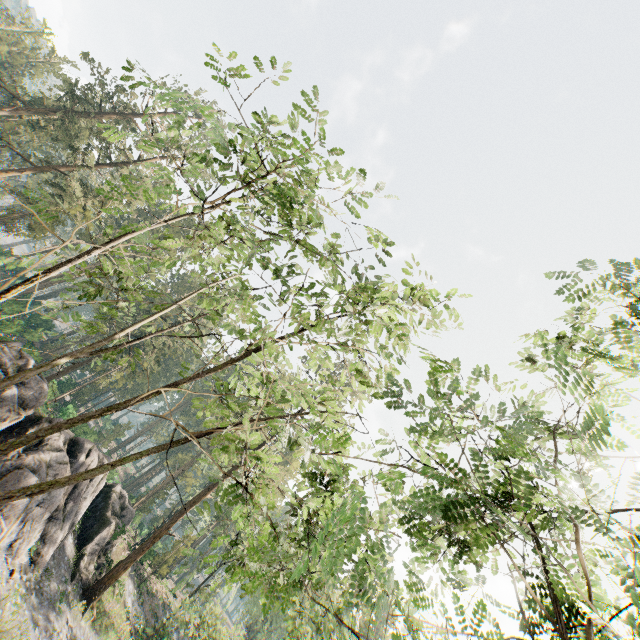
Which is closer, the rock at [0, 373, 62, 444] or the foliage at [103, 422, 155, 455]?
the rock at [0, 373, 62, 444]

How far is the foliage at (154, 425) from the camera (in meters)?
55.41

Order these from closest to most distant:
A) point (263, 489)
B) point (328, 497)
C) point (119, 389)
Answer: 1. point (263, 489)
2. point (328, 497)
3. point (119, 389)

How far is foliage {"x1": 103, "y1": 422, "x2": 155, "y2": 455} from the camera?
55.4m

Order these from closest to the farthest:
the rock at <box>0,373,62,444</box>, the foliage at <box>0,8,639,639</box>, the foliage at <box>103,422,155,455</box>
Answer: the foliage at <box>0,8,639,639</box> < the rock at <box>0,373,62,444</box> < the foliage at <box>103,422,155,455</box>

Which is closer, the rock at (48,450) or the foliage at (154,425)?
the rock at (48,450)
